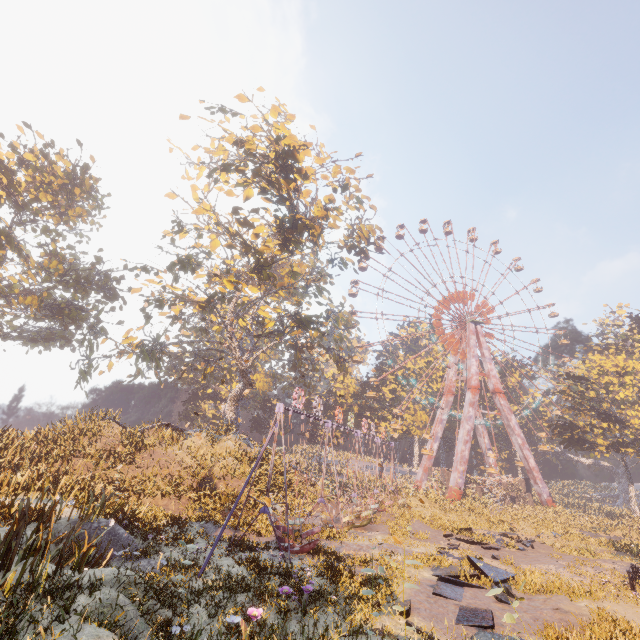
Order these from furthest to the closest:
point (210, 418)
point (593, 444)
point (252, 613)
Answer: point (210, 418)
point (593, 444)
point (252, 613)

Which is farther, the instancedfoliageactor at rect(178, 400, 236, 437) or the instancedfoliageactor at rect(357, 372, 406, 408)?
the instancedfoliageactor at rect(357, 372, 406, 408)

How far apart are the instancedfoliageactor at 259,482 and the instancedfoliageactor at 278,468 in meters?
1.9 m

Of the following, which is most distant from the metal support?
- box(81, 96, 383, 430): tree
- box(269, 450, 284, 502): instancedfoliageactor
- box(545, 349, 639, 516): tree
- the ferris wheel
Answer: box(269, 450, 284, 502): instancedfoliageactor

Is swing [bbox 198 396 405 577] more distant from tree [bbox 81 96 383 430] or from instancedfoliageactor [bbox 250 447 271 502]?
tree [bbox 81 96 383 430]

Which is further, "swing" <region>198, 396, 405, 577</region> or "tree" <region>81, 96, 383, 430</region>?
"tree" <region>81, 96, 383, 430</region>

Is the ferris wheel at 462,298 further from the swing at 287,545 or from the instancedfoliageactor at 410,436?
the swing at 287,545

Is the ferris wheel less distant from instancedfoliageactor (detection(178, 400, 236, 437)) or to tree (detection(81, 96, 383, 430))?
tree (detection(81, 96, 383, 430))
